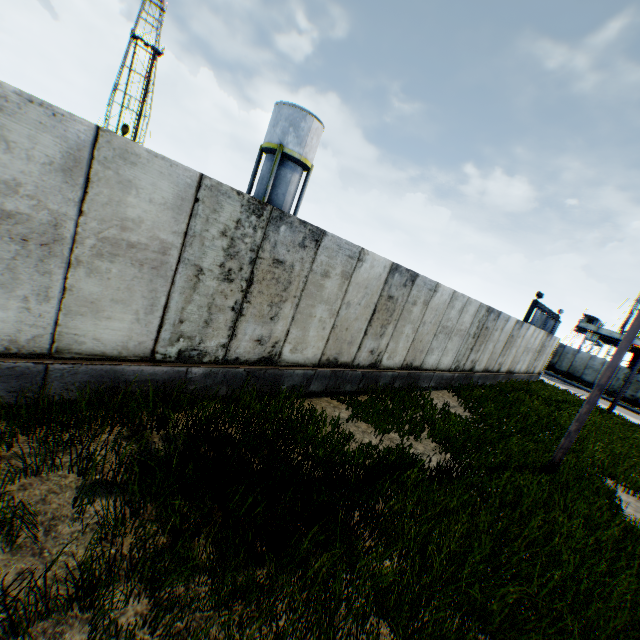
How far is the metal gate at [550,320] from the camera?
28.4 meters

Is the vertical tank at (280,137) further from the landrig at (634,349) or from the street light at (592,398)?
the landrig at (634,349)

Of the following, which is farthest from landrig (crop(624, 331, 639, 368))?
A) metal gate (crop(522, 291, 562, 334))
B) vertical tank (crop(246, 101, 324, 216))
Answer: vertical tank (crop(246, 101, 324, 216))

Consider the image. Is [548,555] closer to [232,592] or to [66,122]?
[232,592]

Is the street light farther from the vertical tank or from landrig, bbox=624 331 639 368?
landrig, bbox=624 331 639 368

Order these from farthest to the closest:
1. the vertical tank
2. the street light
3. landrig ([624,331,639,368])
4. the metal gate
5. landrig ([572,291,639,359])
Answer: landrig ([572,291,639,359]) < landrig ([624,331,639,368]) < the metal gate < the vertical tank < the street light

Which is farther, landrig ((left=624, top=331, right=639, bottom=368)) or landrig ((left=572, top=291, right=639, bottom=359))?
landrig ((left=572, top=291, right=639, bottom=359))
